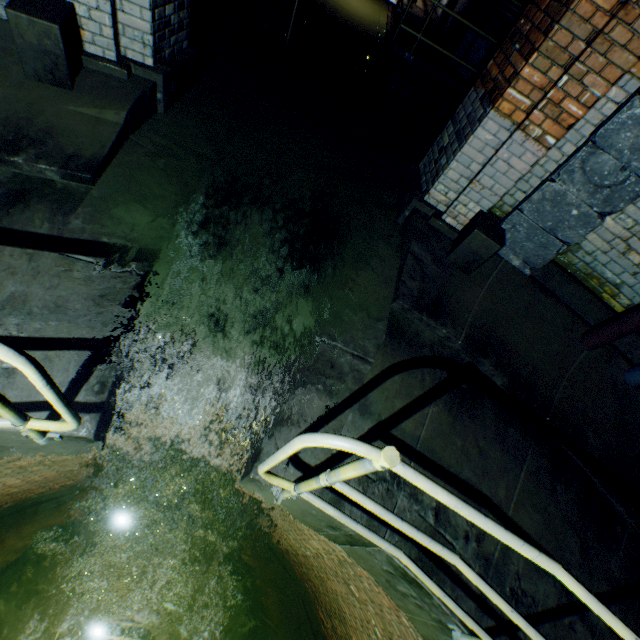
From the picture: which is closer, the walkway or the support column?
the support column

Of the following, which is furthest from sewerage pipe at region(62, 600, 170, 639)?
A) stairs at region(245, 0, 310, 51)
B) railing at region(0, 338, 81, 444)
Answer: stairs at region(245, 0, 310, 51)

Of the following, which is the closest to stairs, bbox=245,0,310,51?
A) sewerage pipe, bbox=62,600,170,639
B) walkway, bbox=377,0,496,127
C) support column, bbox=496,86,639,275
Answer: walkway, bbox=377,0,496,127

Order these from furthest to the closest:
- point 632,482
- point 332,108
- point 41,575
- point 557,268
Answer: point 41,575, point 332,108, point 557,268, point 632,482

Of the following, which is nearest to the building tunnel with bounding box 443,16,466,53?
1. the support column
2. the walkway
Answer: the walkway

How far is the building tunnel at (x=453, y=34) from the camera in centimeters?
699cm

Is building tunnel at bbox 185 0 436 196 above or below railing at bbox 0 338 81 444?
below

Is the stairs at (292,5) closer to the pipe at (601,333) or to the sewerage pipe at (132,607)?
the pipe at (601,333)
